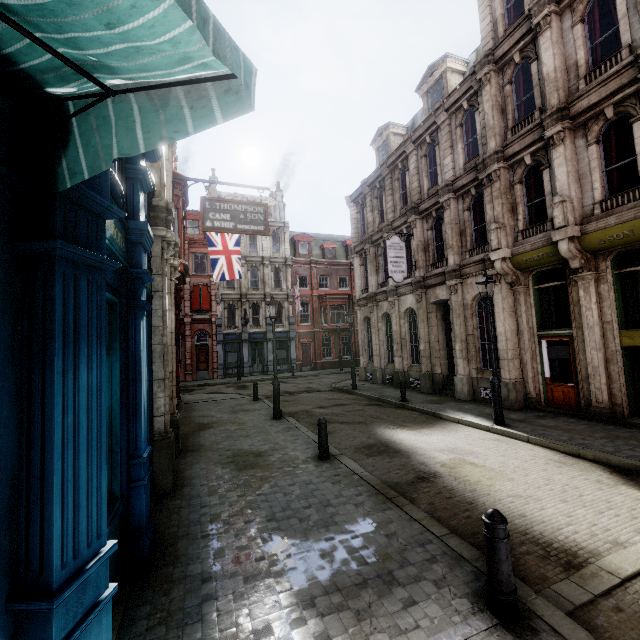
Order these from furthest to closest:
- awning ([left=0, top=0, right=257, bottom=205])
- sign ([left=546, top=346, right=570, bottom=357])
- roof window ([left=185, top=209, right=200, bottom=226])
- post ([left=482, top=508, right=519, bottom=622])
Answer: roof window ([left=185, top=209, right=200, bottom=226]) → sign ([left=546, top=346, right=570, bottom=357]) → post ([left=482, top=508, right=519, bottom=622]) → awning ([left=0, top=0, right=257, bottom=205])

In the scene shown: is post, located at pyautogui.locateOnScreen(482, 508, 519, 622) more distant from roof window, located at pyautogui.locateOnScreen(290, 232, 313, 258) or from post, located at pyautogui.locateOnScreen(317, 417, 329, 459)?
roof window, located at pyautogui.locateOnScreen(290, 232, 313, 258)

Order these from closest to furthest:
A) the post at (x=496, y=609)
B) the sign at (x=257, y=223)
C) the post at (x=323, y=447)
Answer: the post at (x=496, y=609), the post at (x=323, y=447), the sign at (x=257, y=223)

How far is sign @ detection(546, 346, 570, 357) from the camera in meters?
11.1

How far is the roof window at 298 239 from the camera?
36.9 meters

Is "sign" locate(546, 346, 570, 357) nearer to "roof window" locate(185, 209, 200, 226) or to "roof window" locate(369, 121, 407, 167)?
"roof window" locate(369, 121, 407, 167)

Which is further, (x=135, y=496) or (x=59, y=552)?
(x=135, y=496)

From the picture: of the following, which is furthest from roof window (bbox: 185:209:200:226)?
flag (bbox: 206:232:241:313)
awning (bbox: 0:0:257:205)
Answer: awning (bbox: 0:0:257:205)
